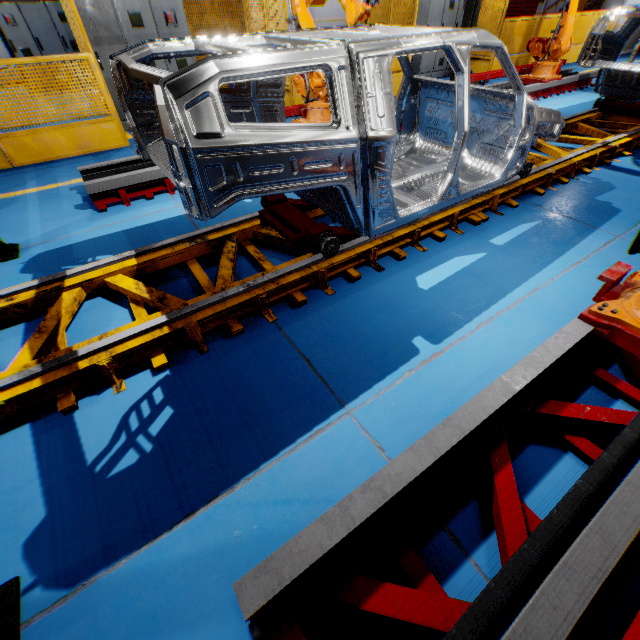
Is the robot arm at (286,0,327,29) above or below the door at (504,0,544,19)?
above

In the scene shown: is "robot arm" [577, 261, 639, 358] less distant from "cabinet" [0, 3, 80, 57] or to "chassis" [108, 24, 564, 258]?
"chassis" [108, 24, 564, 258]

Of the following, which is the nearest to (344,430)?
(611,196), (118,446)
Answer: (118,446)

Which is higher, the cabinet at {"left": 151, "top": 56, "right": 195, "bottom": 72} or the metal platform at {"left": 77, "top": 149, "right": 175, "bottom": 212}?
the cabinet at {"left": 151, "top": 56, "right": 195, "bottom": 72}

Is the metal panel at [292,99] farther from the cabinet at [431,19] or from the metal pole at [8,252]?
the metal pole at [8,252]

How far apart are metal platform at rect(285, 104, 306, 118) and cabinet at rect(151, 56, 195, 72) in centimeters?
303cm

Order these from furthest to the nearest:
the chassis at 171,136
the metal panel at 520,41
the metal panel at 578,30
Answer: the metal panel at 578,30
the metal panel at 520,41
the chassis at 171,136

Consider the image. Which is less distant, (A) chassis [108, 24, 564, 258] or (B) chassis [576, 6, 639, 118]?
(A) chassis [108, 24, 564, 258]
